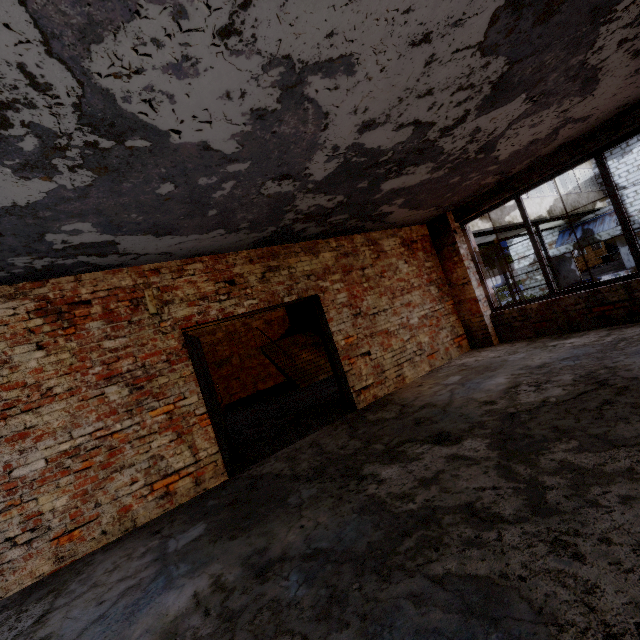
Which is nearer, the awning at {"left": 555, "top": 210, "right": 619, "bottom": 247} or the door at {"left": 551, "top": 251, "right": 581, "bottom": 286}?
the awning at {"left": 555, "top": 210, "right": 619, "bottom": 247}

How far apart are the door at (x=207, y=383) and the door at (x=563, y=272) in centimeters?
2481cm

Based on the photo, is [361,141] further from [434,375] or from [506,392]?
[434,375]

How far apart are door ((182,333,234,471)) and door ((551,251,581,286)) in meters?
24.8 m

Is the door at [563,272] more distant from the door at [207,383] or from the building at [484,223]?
the door at [207,383]

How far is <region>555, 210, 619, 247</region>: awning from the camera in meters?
19.0

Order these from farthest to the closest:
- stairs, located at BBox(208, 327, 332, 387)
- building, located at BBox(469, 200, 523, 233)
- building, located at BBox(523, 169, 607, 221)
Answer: building, located at BBox(523, 169, 607, 221) → building, located at BBox(469, 200, 523, 233) → stairs, located at BBox(208, 327, 332, 387)

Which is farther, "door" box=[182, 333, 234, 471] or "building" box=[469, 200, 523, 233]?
"building" box=[469, 200, 523, 233]
